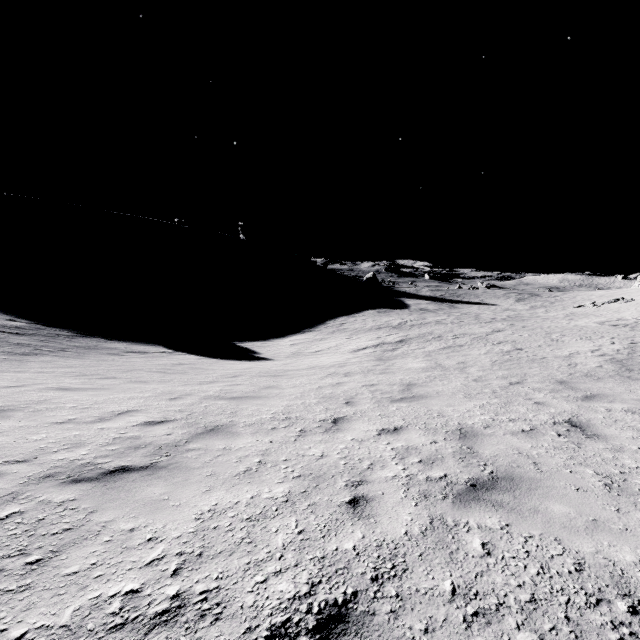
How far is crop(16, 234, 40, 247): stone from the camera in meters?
57.9

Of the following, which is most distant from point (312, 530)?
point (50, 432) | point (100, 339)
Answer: point (100, 339)

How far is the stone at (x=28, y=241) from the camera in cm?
5792
